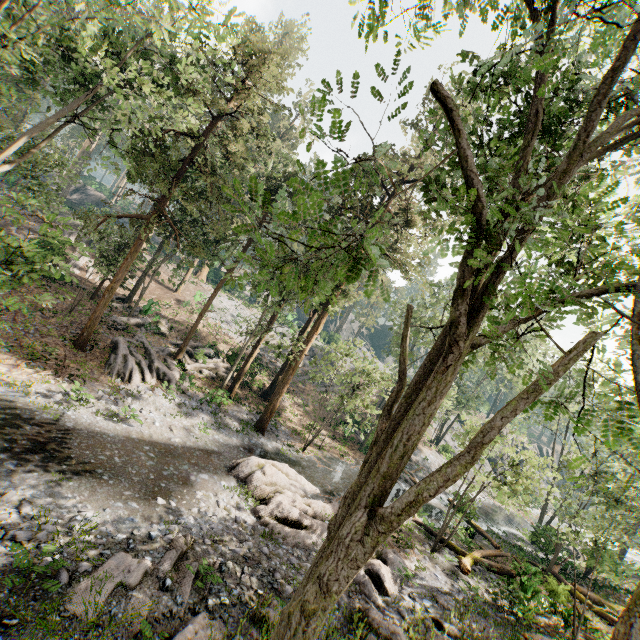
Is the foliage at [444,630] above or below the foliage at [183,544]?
above

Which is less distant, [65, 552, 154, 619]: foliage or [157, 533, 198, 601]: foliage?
[65, 552, 154, 619]: foliage

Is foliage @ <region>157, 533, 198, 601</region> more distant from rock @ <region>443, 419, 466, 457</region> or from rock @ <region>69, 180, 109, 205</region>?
rock @ <region>443, 419, 466, 457</region>

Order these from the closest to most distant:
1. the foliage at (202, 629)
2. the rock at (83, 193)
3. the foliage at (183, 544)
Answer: the foliage at (202, 629)
the foliage at (183, 544)
the rock at (83, 193)

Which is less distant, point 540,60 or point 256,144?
point 540,60

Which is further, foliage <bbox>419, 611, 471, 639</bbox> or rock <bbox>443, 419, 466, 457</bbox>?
rock <bbox>443, 419, 466, 457</bbox>

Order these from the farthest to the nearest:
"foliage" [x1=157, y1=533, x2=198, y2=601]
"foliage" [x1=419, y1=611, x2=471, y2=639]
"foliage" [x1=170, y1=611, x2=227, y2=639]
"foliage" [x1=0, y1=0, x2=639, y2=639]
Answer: "foliage" [x1=419, y1=611, x2=471, y2=639], "foliage" [x1=157, y1=533, x2=198, y2=601], "foliage" [x1=170, y1=611, x2=227, y2=639], "foliage" [x1=0, y1=0, x2=639, y2=639]

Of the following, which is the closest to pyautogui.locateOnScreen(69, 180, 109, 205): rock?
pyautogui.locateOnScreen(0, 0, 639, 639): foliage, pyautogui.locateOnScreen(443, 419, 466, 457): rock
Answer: pyautogui.locateOnScreen(0, 0, 639, 639): foliage
